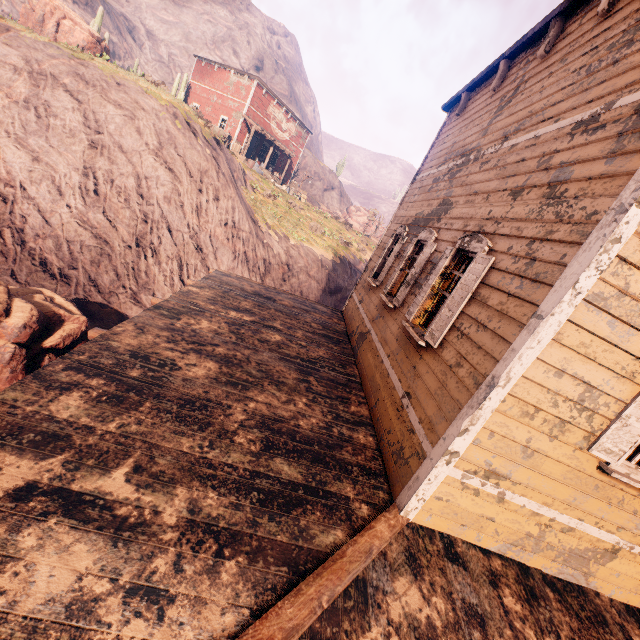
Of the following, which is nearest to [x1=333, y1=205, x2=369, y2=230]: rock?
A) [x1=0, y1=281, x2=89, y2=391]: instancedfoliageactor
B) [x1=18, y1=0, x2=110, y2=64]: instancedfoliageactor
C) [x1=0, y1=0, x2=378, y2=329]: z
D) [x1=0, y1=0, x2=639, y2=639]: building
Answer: [x1=0, y1=0, x2=378, y2=329]: z

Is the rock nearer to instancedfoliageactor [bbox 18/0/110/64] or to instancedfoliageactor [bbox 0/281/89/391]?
instancedfoliageactor [bbox 18/0/110/64]

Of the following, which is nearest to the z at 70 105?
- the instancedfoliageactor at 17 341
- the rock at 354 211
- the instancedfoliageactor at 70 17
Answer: the instancedfoliageactor at 17 341

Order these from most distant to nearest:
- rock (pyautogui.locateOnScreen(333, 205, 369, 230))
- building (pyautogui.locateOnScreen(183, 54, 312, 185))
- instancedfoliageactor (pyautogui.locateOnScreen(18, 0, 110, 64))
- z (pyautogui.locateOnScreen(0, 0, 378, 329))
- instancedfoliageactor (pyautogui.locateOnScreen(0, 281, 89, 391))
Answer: rock (pyautogui.locateOnScreen(333, 205, 369, 230))
building (pyautogui.locateOnScreen(183, 54, 312, 185))
instancedfoliageactor (pyautogui.locateOnScreen(18, 0, 110, 64))
z (pyautogui.locateOnScreen(0, 0, 378, 329))
instancedfoliageactor (pyautogui.locateOnScreen(0, 281, 89, 391))

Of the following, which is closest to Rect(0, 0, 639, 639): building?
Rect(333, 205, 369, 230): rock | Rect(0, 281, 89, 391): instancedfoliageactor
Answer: Rect(0, 281, 89, 391): instancedfoliageactor

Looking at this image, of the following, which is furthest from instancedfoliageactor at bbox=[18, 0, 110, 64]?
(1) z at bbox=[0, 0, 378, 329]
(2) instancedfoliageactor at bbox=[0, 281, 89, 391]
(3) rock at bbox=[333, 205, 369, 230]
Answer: (3) rock at bbox=[333, 205, 369, 230]

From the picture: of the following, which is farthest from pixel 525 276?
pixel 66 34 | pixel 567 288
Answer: pixel 66 34

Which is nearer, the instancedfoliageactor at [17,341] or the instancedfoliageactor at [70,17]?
the instancedfoliageactor at [17,341]
